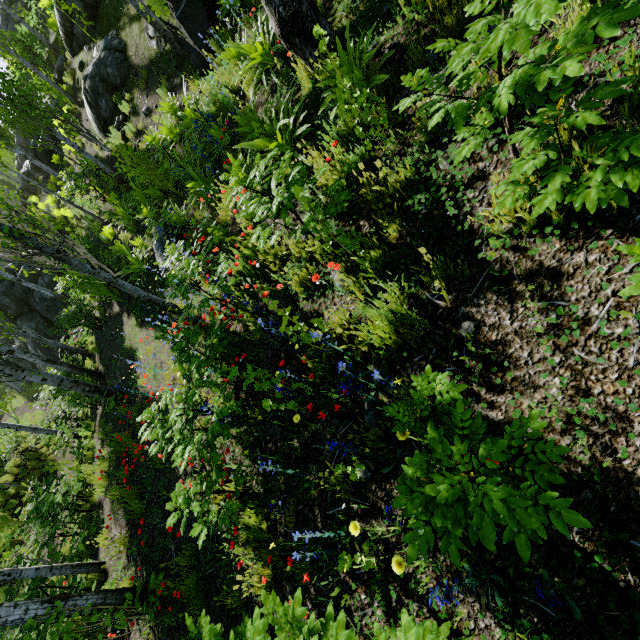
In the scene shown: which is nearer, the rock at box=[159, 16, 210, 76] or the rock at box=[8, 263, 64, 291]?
the rock at box=[159, 16, 210, 76]

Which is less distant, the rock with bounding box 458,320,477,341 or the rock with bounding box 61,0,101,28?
the rock with bounding box 458,320,477,341

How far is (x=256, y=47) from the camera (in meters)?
5.58

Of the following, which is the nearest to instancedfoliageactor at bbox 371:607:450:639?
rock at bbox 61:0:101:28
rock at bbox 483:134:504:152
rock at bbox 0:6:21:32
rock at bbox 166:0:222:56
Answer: rock at bbox 483:134:504:152

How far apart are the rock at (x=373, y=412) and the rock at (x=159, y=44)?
11.9 meters

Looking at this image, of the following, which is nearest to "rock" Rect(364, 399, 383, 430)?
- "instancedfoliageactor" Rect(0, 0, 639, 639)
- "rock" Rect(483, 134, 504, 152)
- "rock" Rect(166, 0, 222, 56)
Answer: "instancedfoliageactor" Rect(0, 0, 639, 639)

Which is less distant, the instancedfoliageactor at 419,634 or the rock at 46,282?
the instancedfoliageactor at 419,634

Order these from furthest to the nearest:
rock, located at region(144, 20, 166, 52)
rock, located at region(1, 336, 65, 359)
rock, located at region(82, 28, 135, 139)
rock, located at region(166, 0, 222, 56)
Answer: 1. rock, located at region(1, 336, 65, 359)
2. rock, located at region(82, 28, 135, 139)
3. rock, located at region(144, 20, 166, 52)
4. rock, located at region(166, 0, 222, 56)
